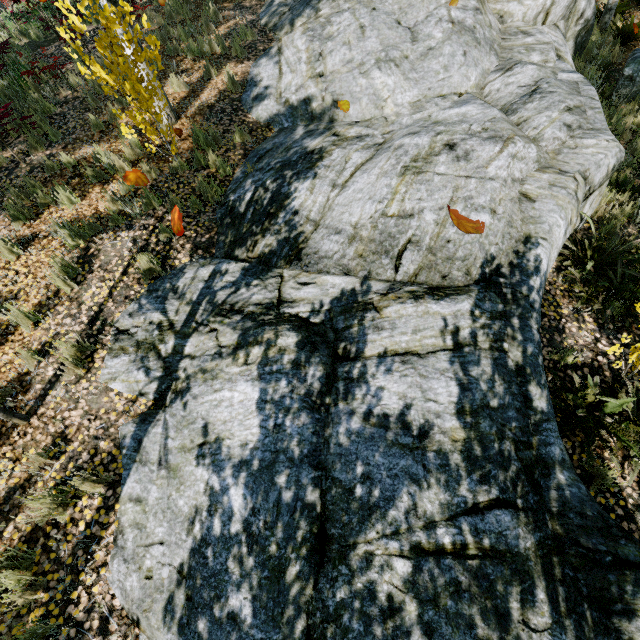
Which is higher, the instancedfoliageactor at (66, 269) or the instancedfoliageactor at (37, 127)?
the instancedfoliageactor at (37, 127)

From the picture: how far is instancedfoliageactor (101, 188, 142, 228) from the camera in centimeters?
514cm

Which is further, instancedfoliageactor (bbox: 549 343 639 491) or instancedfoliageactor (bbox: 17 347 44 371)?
instancedfoliageactor (bbox: 17 347 44 371)

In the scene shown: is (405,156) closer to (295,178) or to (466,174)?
(466,174)
